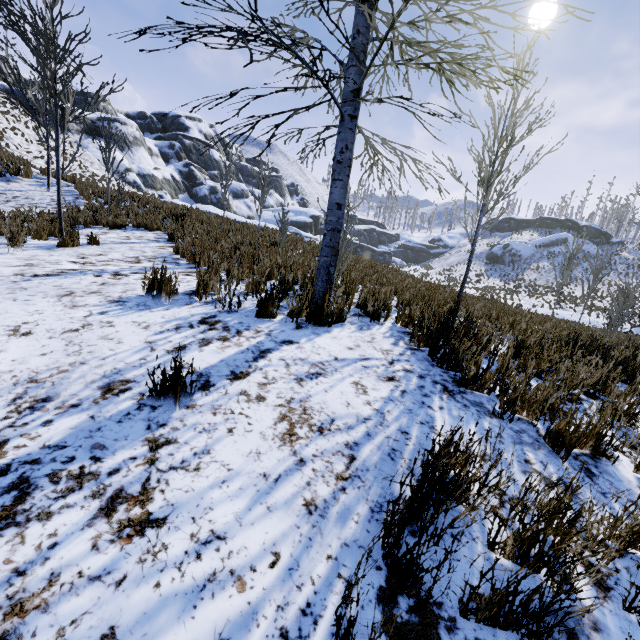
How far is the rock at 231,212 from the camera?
15.1m

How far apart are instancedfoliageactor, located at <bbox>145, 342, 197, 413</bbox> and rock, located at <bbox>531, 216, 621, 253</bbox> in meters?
64.5

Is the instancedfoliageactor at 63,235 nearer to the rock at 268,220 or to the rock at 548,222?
the rock at 268,220

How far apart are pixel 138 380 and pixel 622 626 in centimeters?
291cm

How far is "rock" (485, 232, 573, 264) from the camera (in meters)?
47.61

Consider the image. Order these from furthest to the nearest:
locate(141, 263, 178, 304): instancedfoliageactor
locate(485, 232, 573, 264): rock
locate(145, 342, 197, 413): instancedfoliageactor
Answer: locate(485, 232, 573, 264): rock < locate(141, 263, 178, 304): instancedfoliageactor < locate(145, 342, 197, 413): instancedfoliageactor

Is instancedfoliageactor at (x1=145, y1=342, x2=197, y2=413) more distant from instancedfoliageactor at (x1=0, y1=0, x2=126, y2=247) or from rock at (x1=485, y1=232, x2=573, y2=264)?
rock at (x1=485, y1=232, x2=573, y2=264)
